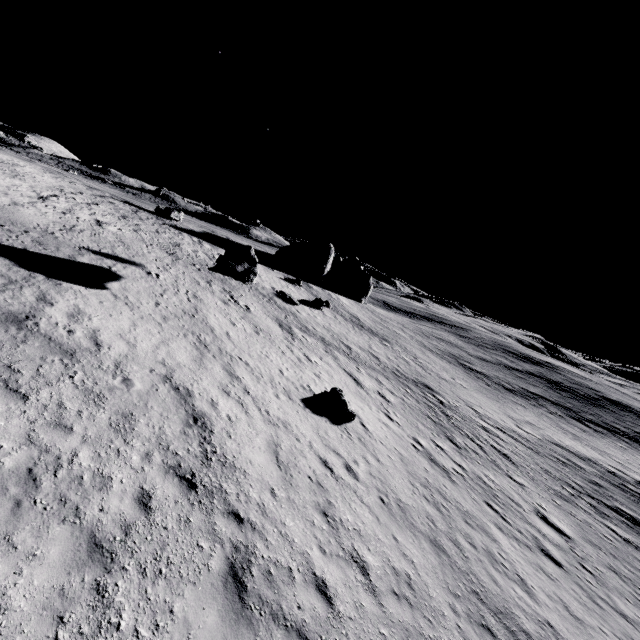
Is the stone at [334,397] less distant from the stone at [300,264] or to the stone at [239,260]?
the stone at [239,260]

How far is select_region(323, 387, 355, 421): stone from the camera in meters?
14.6

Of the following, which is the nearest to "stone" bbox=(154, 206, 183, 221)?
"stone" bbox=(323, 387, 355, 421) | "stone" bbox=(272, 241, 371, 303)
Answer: "stone" bbox=(272, 241, 371, 303)

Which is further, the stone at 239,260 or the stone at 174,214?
the stone at 174,214

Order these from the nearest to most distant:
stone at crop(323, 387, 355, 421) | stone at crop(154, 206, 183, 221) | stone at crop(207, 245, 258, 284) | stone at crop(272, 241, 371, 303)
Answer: stone at crop(323, 387, 355, 421)
stone at crop(207, 245, 258, 284)
stone at crop(154, 206, 183, 221)
stone at crop(272, 241, 371, 303)

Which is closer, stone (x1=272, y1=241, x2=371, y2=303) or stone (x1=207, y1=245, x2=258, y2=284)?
stone (x1=207, y1=245, x2=258, y2=284)

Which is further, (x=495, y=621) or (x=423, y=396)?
(x=423, y=396)

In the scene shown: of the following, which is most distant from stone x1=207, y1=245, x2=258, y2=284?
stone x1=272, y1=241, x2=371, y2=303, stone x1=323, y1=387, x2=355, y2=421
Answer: stone x1=272, y1=241, x2=371, y2=303
